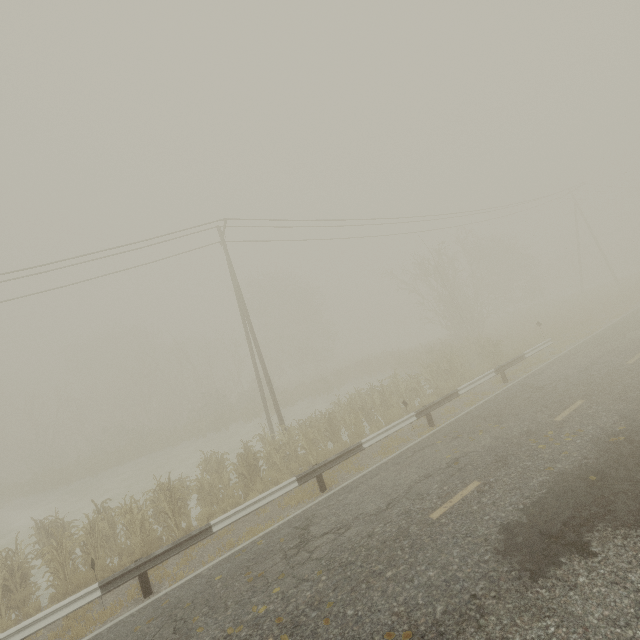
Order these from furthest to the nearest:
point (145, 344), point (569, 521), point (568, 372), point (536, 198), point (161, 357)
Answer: point (161, 357) < point (145, 344) < point (536, 198) < point (568, 372) < point (569, 521)
